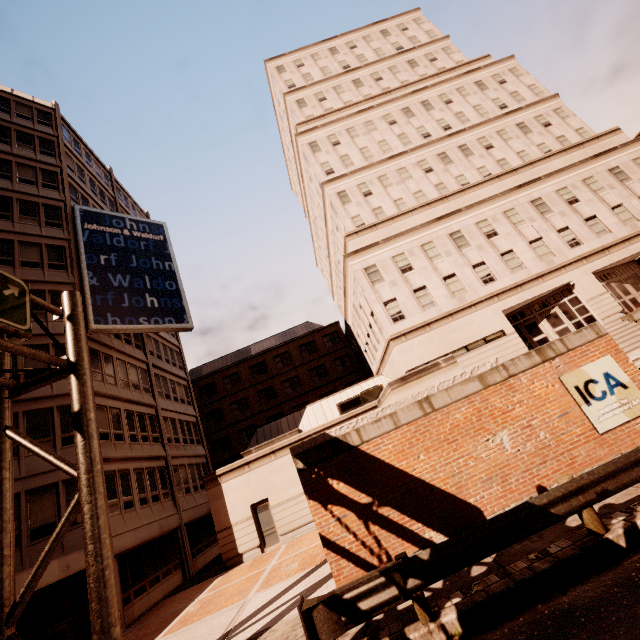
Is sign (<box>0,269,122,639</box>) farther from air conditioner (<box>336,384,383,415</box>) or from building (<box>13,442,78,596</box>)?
air conditioner (<box>336,384,383,415</box>)

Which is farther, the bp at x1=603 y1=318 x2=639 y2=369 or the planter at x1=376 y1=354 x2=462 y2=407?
the bp at x1=603 y1=318 x2=639 y2=369

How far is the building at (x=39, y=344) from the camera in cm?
1753

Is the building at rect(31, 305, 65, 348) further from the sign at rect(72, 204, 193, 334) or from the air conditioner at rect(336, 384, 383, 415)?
the air conditioner at rect(336, 384, 383, 415)

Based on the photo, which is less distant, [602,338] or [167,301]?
[602,338]

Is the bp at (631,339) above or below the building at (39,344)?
below

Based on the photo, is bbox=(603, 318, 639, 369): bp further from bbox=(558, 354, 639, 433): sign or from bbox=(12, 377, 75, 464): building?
bbox=(12, 377, 75, 464): building

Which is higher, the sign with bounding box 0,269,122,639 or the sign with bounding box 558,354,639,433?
the sign with bounding box 0,269,122,639
